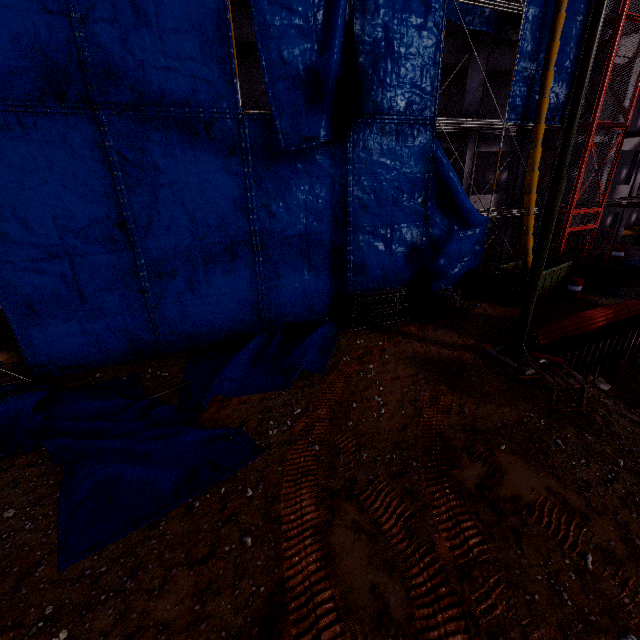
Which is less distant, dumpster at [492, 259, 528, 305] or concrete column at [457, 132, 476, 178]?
Result: dumpster at [492, 259, 528, 305]

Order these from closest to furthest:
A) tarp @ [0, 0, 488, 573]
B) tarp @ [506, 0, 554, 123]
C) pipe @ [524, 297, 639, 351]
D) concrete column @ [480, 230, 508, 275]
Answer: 1. tarp @ [0, 0, 488, 573]
2. pipe @ [524, 297, 639, 351]
3. tarp @ [506, 0, 554, 123]
4. concrete column @ [480, 230, 508, 275]

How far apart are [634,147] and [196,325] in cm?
2997

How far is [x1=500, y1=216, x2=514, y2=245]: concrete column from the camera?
19.3m

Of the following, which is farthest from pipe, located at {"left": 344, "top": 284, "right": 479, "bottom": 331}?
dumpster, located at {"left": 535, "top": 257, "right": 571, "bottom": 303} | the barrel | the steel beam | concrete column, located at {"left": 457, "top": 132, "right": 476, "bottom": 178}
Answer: the steel beam

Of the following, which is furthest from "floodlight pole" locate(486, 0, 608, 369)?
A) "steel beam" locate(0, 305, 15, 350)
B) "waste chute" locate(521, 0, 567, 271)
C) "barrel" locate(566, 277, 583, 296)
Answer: "steel beam" locate(0, 305, 15, 350)

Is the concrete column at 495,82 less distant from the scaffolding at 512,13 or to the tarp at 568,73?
the scaffolding at 512,13

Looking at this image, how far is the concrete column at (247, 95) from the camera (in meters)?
14.72
